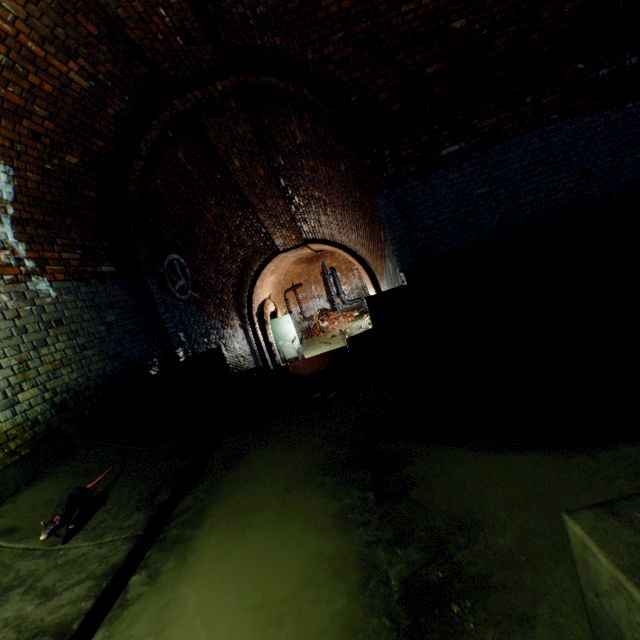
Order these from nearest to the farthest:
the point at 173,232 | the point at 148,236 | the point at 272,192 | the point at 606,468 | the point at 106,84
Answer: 1. the point at 606,468
2. the point at 106,84
3. the point at 148,236
4. the point at 173,232
5. the point at 272,192

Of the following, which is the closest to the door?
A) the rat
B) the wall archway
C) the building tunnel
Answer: the building tunnel

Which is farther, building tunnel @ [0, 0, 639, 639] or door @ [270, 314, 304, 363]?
door @ [270, 314, 304, 363]

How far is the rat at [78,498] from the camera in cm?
223

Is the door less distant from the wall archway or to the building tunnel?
the building tunnel

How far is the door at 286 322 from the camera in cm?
1383

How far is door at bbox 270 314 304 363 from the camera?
13.8m

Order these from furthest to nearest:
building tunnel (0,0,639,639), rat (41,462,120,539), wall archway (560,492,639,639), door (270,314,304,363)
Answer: door (270,314,304,363)
rat (41,462,120,539)
building tunnel (0,0,639,639)
wall archway (560,492,639,639)
